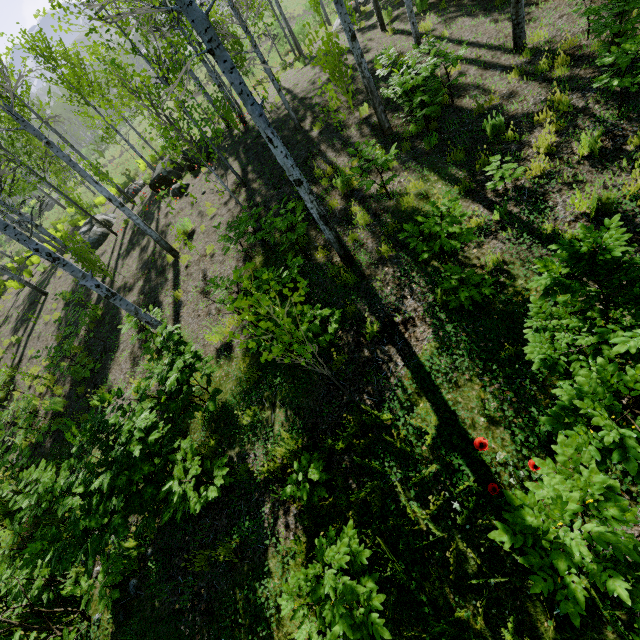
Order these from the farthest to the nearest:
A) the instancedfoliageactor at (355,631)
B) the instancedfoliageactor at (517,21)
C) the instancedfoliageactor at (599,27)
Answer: the instancedfoliageactor at (517,21)
the instancedfoliageactor at (599,27)
the instancedfoliageactor at (355,631)

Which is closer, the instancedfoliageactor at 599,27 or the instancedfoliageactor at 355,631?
the instancedfoliageactor at 355,631

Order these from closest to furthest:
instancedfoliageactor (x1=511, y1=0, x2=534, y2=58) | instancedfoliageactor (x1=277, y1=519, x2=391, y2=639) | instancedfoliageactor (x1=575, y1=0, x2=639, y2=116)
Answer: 1. instancedfoliageactor (x1=277, y1=519, x2=391, y2=639)
2. instancedfoliageactor (x1=575, y1=0, x2=639, y2=116)
3. instancedfoliageactor (x1=511, y1=0, x2=534, y2=58)

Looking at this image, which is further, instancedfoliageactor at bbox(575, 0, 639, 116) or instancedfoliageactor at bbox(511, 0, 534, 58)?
instancedfoliageactor at bbox(511, 0, 534, 58)

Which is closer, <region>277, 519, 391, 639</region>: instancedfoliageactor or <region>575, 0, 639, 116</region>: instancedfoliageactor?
<region>277, 519, 391, 639</region>: instancedfoliageactor

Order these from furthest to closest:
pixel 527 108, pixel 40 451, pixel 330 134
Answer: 1. pixel 330 134
2. pixel 40 451
3. pixel 527 108
